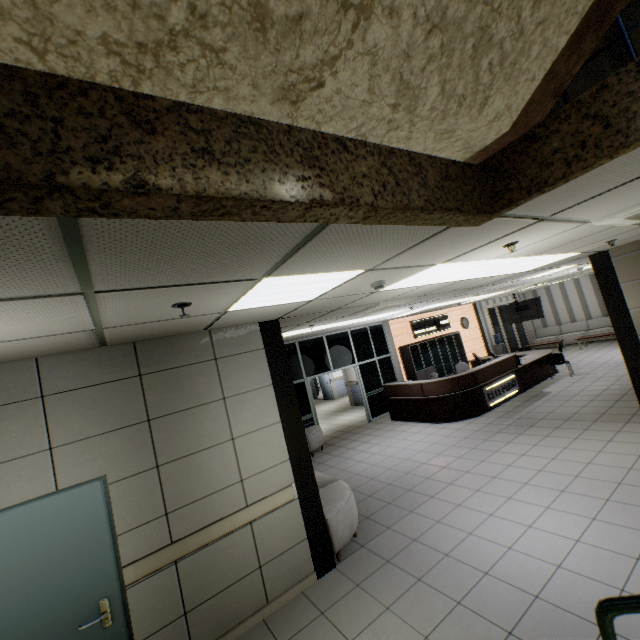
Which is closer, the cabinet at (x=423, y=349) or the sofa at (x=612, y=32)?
the sofa at (x=612, y=32)

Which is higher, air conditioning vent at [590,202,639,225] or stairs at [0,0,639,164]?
stairs at [0,0,639,164]

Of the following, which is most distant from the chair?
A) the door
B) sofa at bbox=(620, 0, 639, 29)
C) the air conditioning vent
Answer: the door

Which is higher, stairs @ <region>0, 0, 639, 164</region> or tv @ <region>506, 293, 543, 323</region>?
stairs @ <region>0, 0, 639, 164</region>

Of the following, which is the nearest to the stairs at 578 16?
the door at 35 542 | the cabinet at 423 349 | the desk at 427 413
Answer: the door at 35 542

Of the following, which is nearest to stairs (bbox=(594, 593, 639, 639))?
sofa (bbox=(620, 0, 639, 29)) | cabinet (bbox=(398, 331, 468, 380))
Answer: sofa (bbox=(620, 0, 639, 29))

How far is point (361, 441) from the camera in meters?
9.1

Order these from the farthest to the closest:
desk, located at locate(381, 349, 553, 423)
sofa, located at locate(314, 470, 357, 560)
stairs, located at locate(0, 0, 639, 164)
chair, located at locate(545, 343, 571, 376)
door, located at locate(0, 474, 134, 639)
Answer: chair, located at locate(545, 343, 571, 376) < desk, located at locate(381, 349, 553, 423) < sofa, located at locate(314, 470, 357, 560) < door, located at locate(0, 474, 134, 639) < stairs, located at locate(0, 0, 639, 164)
